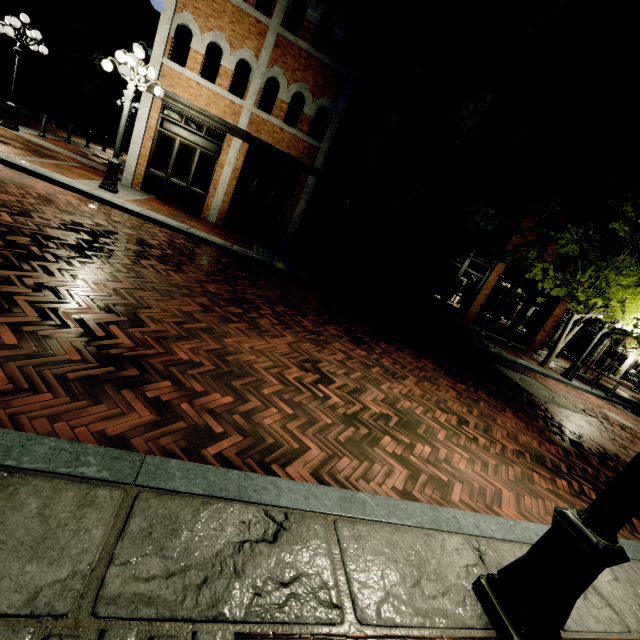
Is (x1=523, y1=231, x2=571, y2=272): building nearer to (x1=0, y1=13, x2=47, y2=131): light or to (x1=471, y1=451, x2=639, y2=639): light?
(x1=0, y1=13, x2=47, y2=131): light

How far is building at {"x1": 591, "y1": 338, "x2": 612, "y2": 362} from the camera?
32.4m

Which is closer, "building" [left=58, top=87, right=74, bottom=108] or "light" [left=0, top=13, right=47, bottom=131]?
"light" [left=0, top=13, right=47, bottom=131]

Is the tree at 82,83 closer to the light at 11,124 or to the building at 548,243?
the building at 548,243

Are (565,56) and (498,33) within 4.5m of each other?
yes

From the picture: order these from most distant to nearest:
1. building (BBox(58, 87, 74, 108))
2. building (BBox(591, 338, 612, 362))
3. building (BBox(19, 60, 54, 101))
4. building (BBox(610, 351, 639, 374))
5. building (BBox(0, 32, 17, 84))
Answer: building (BBox(58, 87, 74, 108))
building (BBox(591, 338, 612, 362))
building (BBox(610, 351, 639, 374))
building (BBox(19, 60, 54, 101))
building (BBox(0, 32, 17, 84))

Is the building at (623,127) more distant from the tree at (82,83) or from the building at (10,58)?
the building at (10,58)
